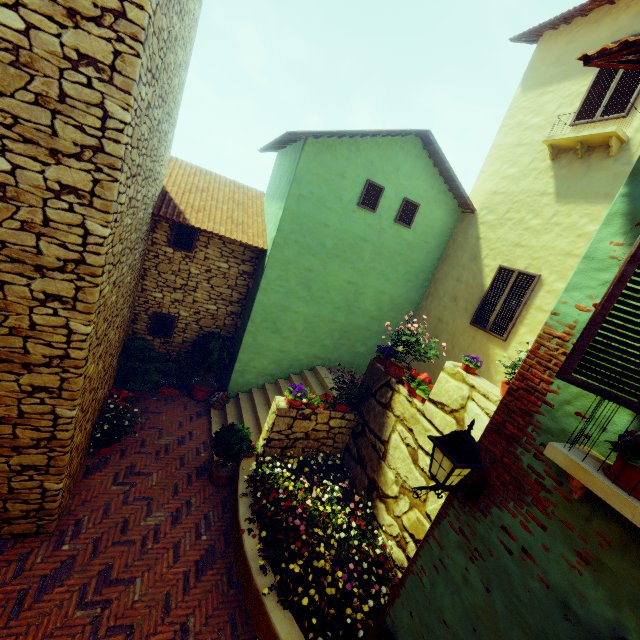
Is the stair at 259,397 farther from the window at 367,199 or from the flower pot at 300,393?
the window at 367,199

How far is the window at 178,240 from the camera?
8.03m

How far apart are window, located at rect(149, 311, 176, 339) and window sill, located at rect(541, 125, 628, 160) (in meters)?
10.00

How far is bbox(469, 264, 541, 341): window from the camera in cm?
736

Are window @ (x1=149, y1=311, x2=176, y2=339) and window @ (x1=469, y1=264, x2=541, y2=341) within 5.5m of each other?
no

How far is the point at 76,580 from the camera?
4.5 meters

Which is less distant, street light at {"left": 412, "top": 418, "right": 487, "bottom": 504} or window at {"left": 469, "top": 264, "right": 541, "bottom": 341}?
street light at {"left": 412, "top": 418, "right": 487, "bottom": 504}

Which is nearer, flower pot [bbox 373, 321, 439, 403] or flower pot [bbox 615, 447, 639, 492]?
flower pot [bbox 615, 447, 639, 492]
